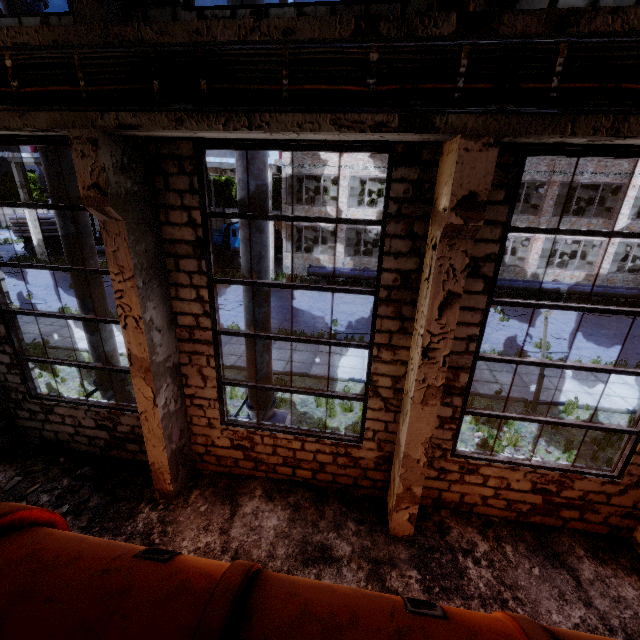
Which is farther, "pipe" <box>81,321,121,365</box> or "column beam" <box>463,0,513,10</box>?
"pipe" <box>81,321,121,365</box>

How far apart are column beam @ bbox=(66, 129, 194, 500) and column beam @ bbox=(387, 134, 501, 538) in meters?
4.1

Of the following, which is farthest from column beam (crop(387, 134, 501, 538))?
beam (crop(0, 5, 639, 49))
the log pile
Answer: the log pile

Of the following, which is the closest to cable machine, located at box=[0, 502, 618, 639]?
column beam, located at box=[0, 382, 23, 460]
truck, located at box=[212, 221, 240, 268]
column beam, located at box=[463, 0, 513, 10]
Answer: column beam, located at box=[0, 382, 23, 460]

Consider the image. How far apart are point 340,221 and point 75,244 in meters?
5.8

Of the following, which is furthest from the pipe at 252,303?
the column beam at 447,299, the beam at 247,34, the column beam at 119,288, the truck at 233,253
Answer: the truck at 233,253

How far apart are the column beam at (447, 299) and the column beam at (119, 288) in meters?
4.1 m

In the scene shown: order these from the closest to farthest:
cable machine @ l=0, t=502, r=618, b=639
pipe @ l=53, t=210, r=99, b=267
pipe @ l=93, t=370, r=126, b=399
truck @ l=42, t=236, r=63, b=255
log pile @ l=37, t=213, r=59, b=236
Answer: cable machine @ l=0, t=502, r=618, b=639
pipe @ l=53, t=210, r=99, b=267
pipe @ l=93, t=370, r=126, b=399
log pile @ l=37, t=213, r=59, b=236
truck @ l=42, t=236, r=63, b=255
